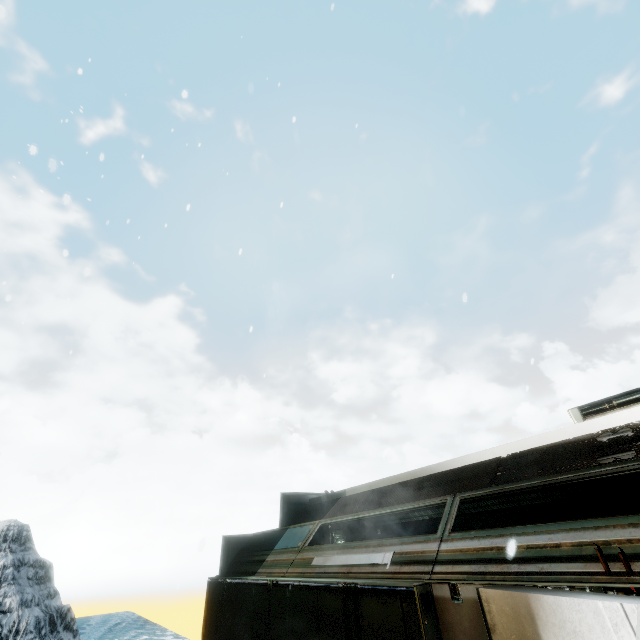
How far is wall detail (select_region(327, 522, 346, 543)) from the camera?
10.1 meters

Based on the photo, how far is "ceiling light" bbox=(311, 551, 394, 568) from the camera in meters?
4.6 m

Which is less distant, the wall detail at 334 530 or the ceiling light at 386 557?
the ceiling light at 386 557

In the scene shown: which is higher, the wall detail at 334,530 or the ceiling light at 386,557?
the wall detail at 334,530

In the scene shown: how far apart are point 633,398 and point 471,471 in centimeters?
403cm

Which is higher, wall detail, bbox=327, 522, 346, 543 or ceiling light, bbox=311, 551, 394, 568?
wall detail, bbox=327, 522, 346, 543

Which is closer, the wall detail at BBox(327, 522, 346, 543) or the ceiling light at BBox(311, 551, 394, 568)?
the ceiling light at BBox(311, 551, 394, 568)
